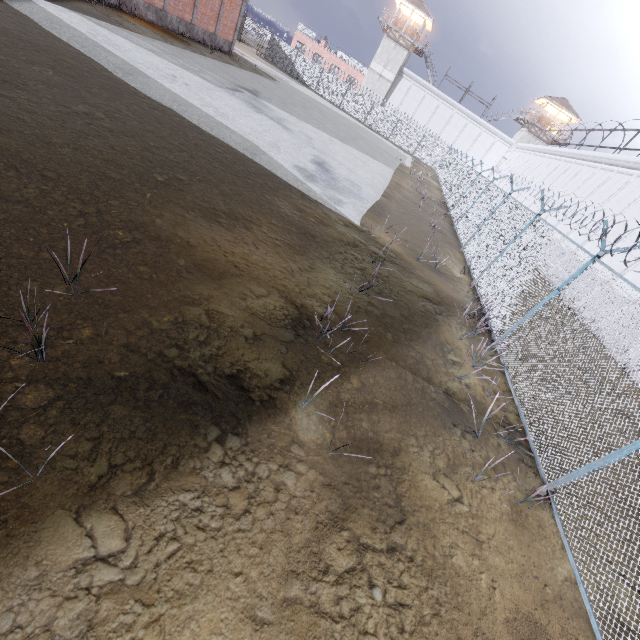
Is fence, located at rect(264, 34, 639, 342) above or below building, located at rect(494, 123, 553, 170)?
below

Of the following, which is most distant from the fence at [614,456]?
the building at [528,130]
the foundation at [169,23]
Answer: the foundation at [169,23]

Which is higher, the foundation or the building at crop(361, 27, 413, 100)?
the building at crop(361, 27, 413, 100)

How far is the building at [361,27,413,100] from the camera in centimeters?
4469cm

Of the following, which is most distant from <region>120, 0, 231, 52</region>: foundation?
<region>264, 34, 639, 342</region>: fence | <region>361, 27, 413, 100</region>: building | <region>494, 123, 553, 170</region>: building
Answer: <region>494, 123, 553, 170</region>: building

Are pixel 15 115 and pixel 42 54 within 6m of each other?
yes

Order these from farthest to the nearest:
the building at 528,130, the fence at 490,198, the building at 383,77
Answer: the building at 528,130 → the building at 383,77 → the fence at 490,198
